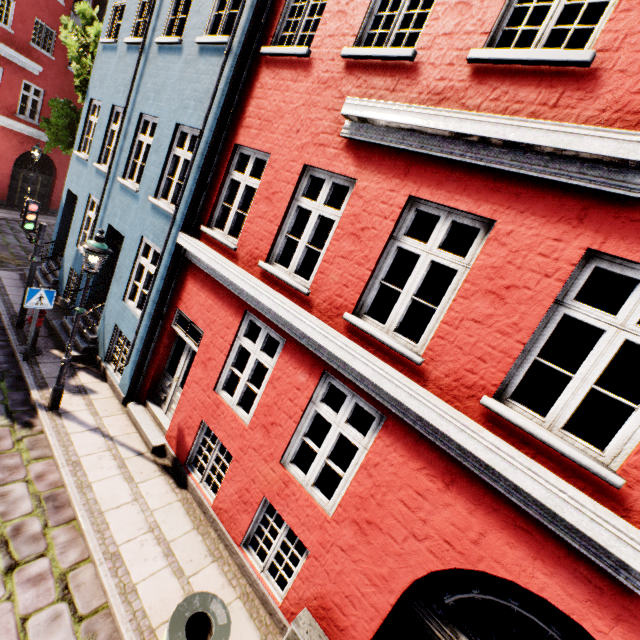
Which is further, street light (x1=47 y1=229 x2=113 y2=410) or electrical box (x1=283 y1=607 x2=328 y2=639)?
street light (x1=47 y1=229 x2=113 y2=410)

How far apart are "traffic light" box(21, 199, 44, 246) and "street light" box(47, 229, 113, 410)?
3.38m

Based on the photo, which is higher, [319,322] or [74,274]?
[319,322]

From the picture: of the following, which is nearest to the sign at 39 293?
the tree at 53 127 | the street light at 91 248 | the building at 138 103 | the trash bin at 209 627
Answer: the building at 138 103

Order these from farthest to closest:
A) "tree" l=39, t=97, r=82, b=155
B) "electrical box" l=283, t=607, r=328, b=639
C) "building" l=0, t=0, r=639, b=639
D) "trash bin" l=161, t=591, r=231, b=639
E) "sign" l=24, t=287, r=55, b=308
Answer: "tree" l=39, t=97, r=82, b=155, "sign" l=24, t=287, r=55, b=308, "electrical box" l=283, t=607, r=328, b=639, "trash bin" l=161, t=591, r=231, b=639, "building" l=0, t=0, r=639, b=639

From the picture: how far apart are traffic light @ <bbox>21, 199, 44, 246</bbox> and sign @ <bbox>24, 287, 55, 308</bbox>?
1.69m

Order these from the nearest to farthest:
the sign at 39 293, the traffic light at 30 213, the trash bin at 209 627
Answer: the trash bin at 209 627, the sign at 39 293, the traffic light at 30 213

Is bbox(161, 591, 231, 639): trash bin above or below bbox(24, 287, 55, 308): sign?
below
